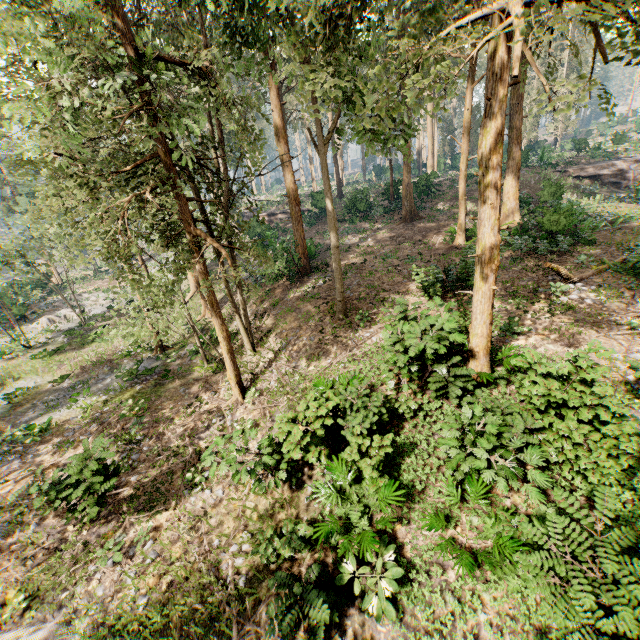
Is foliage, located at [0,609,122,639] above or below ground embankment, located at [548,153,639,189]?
below

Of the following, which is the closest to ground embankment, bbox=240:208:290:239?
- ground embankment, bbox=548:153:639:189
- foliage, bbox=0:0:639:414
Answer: foliage, bbox=0:0:639:414

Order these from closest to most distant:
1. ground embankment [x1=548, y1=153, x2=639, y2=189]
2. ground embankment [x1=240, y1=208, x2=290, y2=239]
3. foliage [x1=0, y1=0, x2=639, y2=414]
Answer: foliage [x1=0, y1=0, x2=639, y2=414] < ground embankment [x1=548, y1=153, x2=639, y2=189] < ground embankment [x1=240, y1=208, x2=290, y2=239]

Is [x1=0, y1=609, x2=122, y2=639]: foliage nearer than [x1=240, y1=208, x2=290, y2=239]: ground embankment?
Yes

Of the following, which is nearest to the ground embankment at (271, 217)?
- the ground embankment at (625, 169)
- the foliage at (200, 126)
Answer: the foliage at (200, 126)

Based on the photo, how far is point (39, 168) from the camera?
12.66m

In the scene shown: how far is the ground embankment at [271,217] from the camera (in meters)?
34.53
